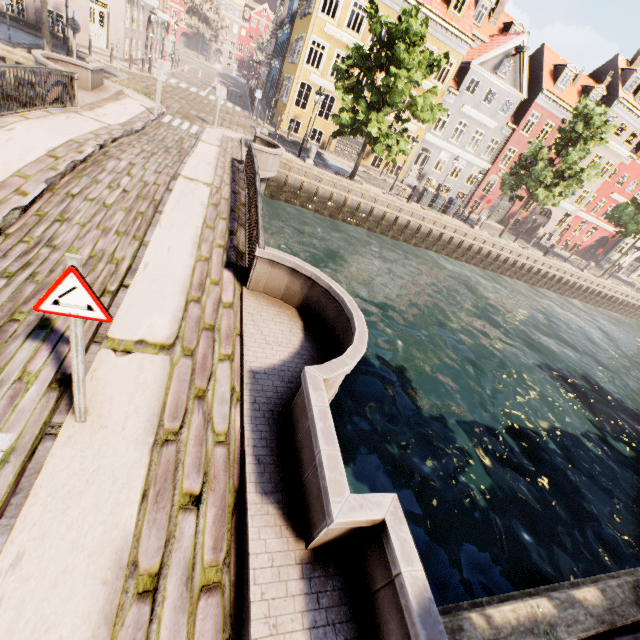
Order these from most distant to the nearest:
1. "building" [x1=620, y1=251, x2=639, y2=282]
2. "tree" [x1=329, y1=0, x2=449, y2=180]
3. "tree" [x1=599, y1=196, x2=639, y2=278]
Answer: "building" [x1=620, y1=251, x2=639, y2=282]
"tree" [x1=599, y1=196, x2=639, y2=278]
"tree" [x1=329, y1=0, x2=449, y2=180]

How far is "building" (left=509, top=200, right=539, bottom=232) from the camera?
34.7m

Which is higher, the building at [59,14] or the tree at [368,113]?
the tree at [368,113]

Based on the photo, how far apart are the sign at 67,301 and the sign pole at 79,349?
0.0m

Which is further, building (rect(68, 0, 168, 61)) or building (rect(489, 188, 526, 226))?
building (rect(489, 188, 526, 226))

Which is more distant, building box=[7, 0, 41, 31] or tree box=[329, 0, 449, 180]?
building box=[7, 0, 41, 31]

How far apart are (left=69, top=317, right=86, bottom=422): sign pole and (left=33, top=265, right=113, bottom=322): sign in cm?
4

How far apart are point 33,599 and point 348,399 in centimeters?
686cm
